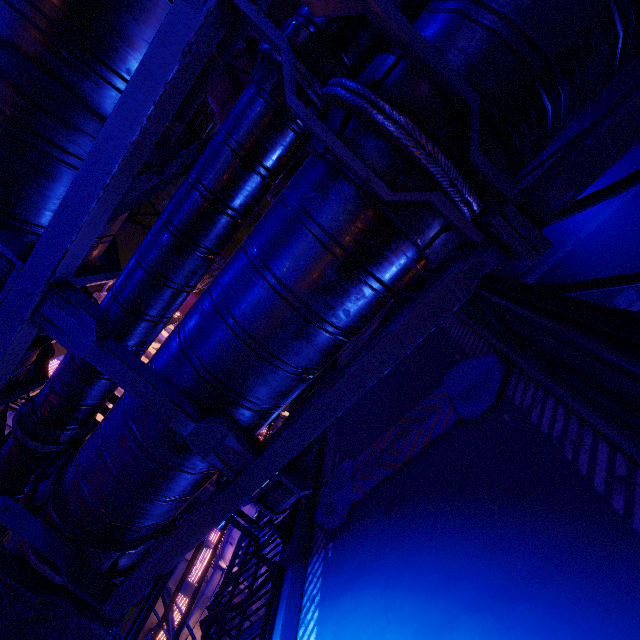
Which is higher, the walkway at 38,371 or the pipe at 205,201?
the walkway at 38,371

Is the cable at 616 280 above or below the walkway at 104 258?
below

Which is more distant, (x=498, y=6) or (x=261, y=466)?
(x=261, y=466)

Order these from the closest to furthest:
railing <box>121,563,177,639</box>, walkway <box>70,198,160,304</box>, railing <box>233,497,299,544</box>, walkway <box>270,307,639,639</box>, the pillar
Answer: walkway <box>270,307,639,639</box> → railing <box>121,563,177,639</box> → walkway <box>70,198,160,304</box> → railing <box>233,497,299,544</box> → the pillar

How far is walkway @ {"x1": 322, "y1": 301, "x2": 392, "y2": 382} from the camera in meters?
8.7

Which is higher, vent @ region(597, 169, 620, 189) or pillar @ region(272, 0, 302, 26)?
pillar @ region(272, 0, 302, 26)

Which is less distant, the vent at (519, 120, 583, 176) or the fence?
the vent at (519, 120, 583, 176)

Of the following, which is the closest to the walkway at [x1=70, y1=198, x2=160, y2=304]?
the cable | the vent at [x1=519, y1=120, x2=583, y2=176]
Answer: the cable
